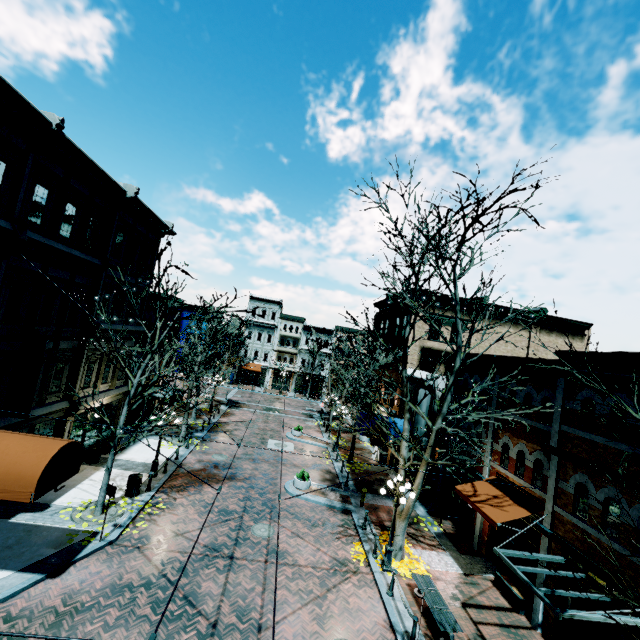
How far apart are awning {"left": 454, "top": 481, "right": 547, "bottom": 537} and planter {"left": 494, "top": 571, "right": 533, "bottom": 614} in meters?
2.5

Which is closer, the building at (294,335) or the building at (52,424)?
the building at (52,424)

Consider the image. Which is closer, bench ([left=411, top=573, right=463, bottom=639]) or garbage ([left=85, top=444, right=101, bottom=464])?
bench ([left=411, top=573, right=463, bottom=639])

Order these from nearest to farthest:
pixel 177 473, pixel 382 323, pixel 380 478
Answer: pixel 177 473, pixel 380 478, pixel 382 323

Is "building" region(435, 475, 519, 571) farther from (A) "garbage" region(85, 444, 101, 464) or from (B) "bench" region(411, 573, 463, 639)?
(B) "bench" region(411, 573, 463, 639)

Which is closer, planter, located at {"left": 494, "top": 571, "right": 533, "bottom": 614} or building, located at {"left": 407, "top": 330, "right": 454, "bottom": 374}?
planter, located at {"left": 494, "top": 571, "right": 533, "bottom": 614}

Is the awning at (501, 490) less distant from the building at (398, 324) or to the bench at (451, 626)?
the building at (398, 324)

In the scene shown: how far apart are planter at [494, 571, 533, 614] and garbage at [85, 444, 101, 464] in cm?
1960
